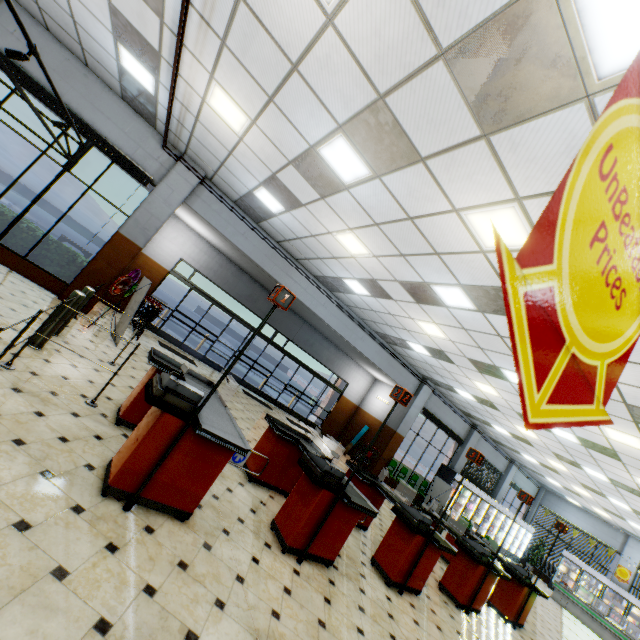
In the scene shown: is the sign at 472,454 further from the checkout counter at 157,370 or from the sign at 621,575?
the sign at 621,575

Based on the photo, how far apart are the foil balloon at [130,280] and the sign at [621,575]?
27.27m

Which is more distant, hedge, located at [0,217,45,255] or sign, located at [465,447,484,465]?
hedge, located at [0,217,45,255]

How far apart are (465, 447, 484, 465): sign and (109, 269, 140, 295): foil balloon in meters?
8.1 m

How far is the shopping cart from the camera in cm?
934

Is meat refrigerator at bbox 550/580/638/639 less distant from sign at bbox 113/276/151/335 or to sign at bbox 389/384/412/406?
sign at bbox 389/384/412/406

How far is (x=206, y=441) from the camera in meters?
3.3 m

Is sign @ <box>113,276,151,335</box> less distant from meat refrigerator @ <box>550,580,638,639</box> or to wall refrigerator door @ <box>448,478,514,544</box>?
wall refrigerator door @ <box>448,478,514,544</box>
